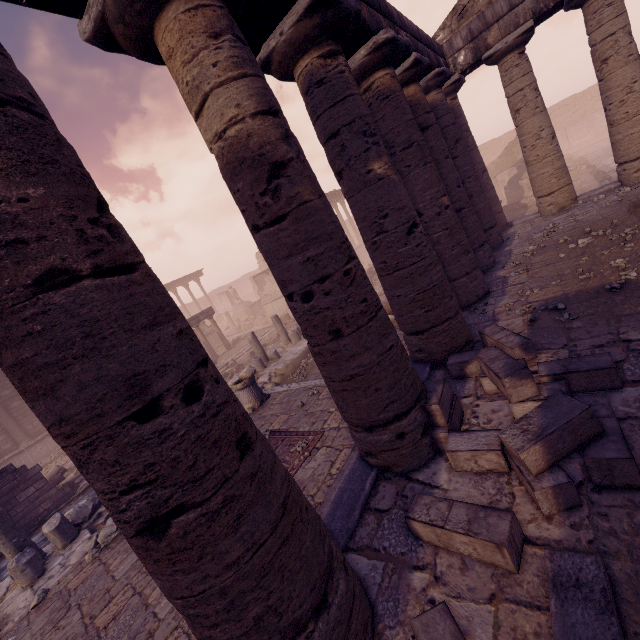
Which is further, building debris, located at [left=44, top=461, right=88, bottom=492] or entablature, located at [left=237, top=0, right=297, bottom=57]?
building debris, located at [left=44, top=461, right=88, bottom=492]

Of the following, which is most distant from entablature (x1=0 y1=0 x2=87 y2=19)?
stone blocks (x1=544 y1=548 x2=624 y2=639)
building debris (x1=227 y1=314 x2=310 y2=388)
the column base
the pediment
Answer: building debris (x1=227 y1=314 x2=310 y2=388)

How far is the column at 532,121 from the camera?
9.8 meters

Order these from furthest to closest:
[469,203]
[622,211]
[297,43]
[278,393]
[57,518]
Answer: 1. [278,393]
2. [469,203]
3. [622,211]
4. [57,518]
5. [297,43]

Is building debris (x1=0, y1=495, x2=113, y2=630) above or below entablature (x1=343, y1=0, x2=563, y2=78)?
below

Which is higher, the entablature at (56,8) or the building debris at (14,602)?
the entablature at (56,8)

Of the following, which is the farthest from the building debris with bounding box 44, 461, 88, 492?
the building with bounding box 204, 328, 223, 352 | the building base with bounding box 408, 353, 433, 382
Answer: the building base with bounding box 408, 353, 433, 382

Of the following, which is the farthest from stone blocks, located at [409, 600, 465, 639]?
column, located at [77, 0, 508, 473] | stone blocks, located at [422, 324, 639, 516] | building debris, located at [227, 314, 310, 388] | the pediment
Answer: the pediment
